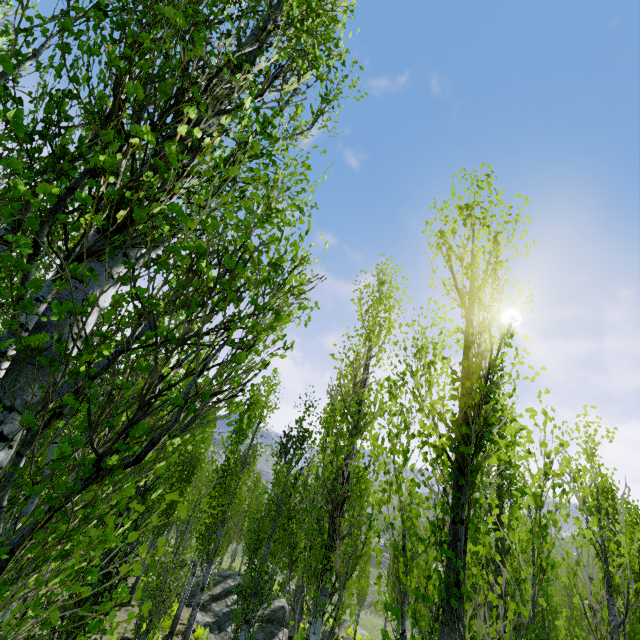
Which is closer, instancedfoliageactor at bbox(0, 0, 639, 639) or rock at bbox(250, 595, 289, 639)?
instancedfoliageactor at bbox(0, 0, 639, 639)

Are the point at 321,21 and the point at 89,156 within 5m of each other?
yes

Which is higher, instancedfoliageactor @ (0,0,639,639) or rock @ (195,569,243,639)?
instancedfoliageactor @ (0,0,639,639)

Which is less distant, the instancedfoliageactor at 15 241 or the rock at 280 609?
the instancedfoliageactor at 15 241
